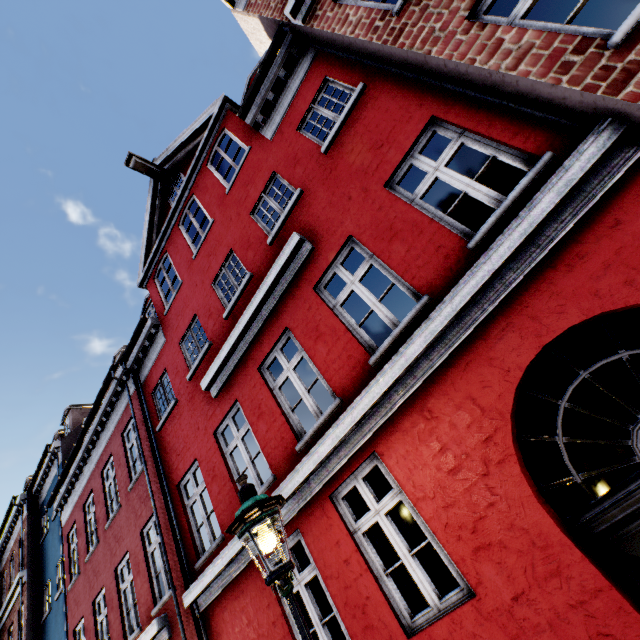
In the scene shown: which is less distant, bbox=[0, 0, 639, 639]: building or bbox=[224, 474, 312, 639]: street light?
bbox=[224, 474, 312, 639]: street light

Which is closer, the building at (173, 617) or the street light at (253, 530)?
the street light at (253, 530)

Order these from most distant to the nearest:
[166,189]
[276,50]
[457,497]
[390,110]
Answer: [166,189] → [276,50] → [390,110] → [457,497]
